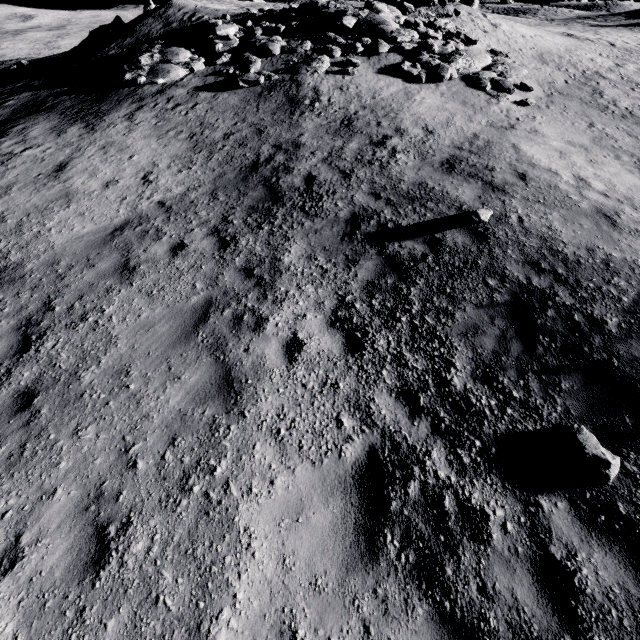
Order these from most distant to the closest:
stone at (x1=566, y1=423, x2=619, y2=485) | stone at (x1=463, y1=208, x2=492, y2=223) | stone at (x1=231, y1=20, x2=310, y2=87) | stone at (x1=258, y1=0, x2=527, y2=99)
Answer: stone at (x1=258, y1=0, x2=527, y2=99) < stone at (x1=231, y1=20, x2=310, y2=87) < stone at (x1=463, y1=208, x2=492, y2=223) < stone at (x1=566, y1=423, x2=619, y2=485)

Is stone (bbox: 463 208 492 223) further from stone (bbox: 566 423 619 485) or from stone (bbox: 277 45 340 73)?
stone (bbox: 277 45 340 73)

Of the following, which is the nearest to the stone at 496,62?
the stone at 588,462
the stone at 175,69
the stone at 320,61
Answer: the stone at 320,61

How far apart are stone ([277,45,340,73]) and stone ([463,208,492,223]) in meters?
10.4 m

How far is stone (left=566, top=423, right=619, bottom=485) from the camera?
3.8 meters

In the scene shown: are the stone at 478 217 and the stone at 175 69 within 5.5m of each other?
no

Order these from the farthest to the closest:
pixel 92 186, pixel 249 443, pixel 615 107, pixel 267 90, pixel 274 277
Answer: pixel 615 107 → pixel 267 90 → pixel 92 186 → pixel 274 277 → pixel 249 443

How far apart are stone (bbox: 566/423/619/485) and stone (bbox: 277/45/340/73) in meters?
15.1
